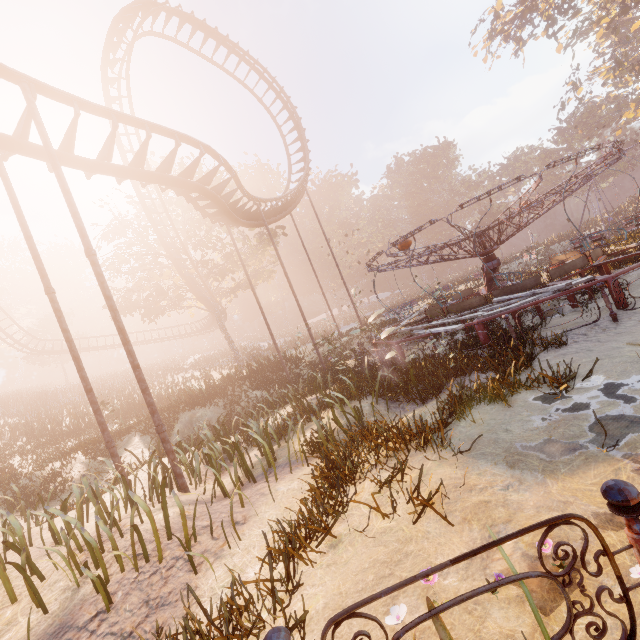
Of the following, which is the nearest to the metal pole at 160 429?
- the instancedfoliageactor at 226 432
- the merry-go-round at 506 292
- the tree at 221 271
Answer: the instancedfoliageactor at 226 432

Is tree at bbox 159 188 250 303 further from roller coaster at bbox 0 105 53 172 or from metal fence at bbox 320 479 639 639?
metal fence at bbox 320 479 639 639

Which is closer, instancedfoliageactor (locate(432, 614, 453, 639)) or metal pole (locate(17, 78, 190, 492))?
instancedfoliageactor (locate(432, 614, 453, 639))

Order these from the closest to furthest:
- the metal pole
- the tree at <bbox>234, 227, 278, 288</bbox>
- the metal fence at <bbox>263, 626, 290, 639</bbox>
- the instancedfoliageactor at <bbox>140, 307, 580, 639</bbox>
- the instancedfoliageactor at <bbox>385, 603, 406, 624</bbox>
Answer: the metal fence at <bbox>263, 626, 290, 639</bbox> → the instancedfoliageactor at <bbox>385, 603, 406, 624</bbox> → the instancedfoliageactor at <bbox>140, 307, 580, 639</bbox> → the metal pole → the tree at <bbox>234, 227, 278, 288</bbox>

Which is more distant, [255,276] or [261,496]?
[255,276]

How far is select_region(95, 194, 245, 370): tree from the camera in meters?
24.5 m

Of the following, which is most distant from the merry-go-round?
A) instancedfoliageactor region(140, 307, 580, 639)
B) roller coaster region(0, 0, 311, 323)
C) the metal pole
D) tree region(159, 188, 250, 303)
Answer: tree region(159, 188, 250, 303)

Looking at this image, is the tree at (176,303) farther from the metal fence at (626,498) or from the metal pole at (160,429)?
the metal fence at (626,498)
